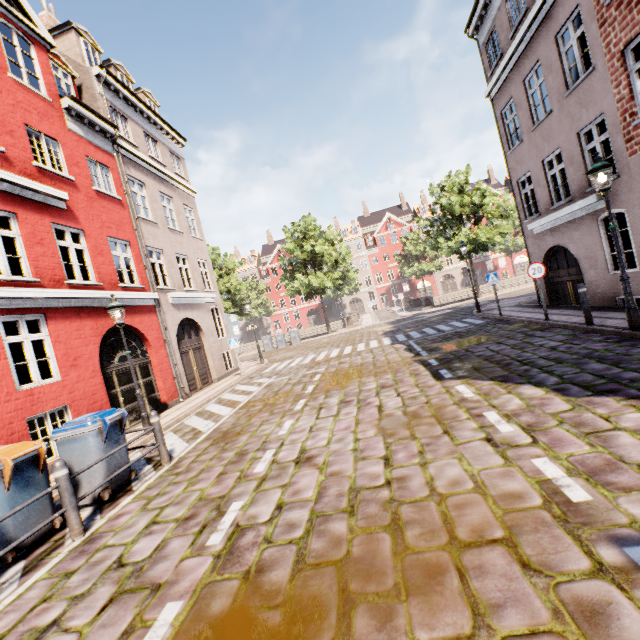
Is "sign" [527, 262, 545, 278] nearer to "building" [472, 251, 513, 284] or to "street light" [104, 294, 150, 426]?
"building" [472, 251, 513, 284]

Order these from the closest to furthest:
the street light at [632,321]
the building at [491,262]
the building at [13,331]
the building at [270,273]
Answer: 1. the street light at [632,321]
2. the building at [13,331]
3. the building at [491,262]
4. the building at [270,273]

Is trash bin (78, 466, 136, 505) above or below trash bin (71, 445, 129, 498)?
below

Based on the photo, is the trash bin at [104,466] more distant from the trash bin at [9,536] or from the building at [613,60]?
the building at [613,60]

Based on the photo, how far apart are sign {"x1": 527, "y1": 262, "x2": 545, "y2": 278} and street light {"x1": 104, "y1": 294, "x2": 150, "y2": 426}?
12.33m

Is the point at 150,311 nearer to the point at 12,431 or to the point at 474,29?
the point at 12,431

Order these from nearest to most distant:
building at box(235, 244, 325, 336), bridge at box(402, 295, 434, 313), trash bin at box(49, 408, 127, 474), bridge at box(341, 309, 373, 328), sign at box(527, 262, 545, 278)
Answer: trash bin at box(49, 408, 127, 474), sign at box(527, 262, 545, 278), bridge at box(402, 295, 434, 313), bridge at box(341, 309, 373, 328), building at box(235, 244, 325, 336)

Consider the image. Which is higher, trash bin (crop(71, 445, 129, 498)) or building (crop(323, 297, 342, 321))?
building (crop(323, 297, 342, 321))
